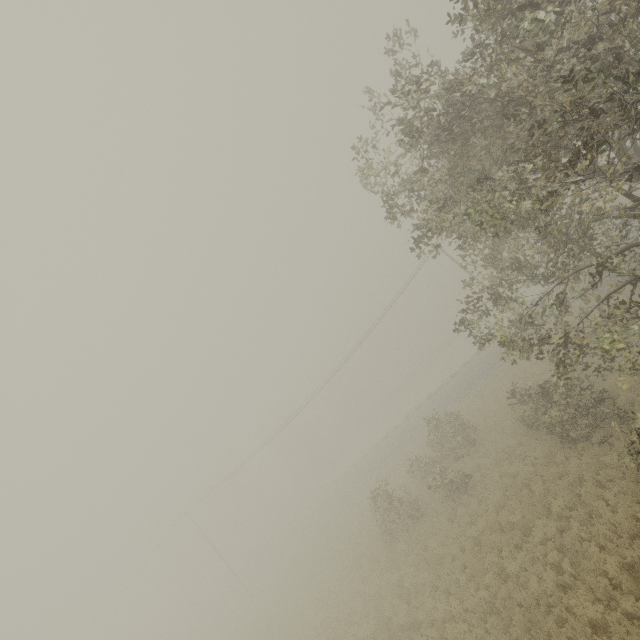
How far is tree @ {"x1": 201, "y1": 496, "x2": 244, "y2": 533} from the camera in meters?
56.5

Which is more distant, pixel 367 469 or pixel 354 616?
pixel 367 469

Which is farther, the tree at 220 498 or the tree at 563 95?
the tree at 220 498

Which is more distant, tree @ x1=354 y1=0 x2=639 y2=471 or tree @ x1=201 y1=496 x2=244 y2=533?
tree @ x1=201 y1=496 x2=244 y2=533

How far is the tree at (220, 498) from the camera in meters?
56.5 m
